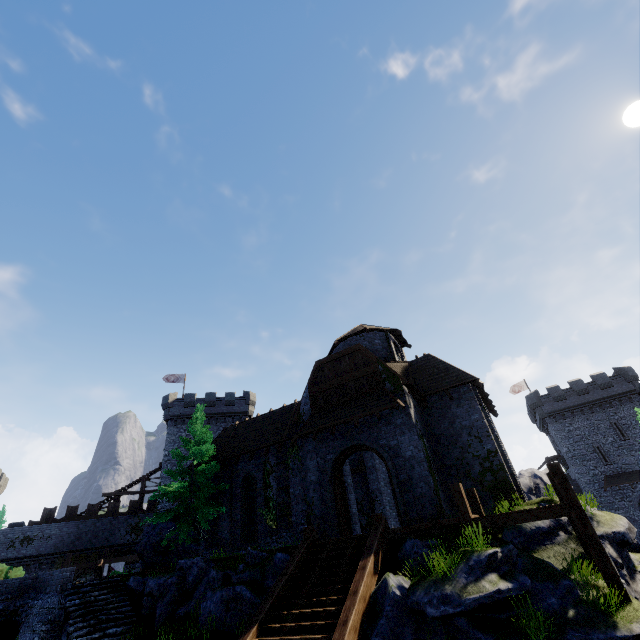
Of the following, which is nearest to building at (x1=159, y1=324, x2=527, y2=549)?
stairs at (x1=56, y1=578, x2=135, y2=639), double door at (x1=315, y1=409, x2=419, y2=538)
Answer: double door at (x1=315, y1=409, x2=419, y2=538)

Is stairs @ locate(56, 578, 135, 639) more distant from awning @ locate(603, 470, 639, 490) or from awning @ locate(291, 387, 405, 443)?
awning @ locate(603, 470, 639, 490)

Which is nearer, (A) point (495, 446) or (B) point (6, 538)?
(A) point (495, 446)

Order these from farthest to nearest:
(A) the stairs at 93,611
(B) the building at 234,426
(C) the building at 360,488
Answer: (C) the building at 360,488, (B) the building at 234,426, (A) the stairs at 93,611

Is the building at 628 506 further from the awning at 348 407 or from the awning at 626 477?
the awning at 348 407

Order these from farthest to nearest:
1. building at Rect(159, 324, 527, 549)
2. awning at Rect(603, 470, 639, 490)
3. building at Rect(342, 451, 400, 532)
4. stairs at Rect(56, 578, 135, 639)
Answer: awning at Rect(603, 470, 639, 490) → building at Rect(342, 451, 400, 532) → building at Rect(159, 324, 527, 549) → stairs at Rect(56, 578, 135, 639)

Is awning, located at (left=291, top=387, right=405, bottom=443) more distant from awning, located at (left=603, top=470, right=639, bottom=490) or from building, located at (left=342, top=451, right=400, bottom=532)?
awning, located at (left=603, top=470, right=639, bottom=490)

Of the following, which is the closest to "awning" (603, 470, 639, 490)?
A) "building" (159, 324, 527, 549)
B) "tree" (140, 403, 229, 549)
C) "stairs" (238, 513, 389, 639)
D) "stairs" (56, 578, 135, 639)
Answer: "building" (159, 324, 527, 549)
